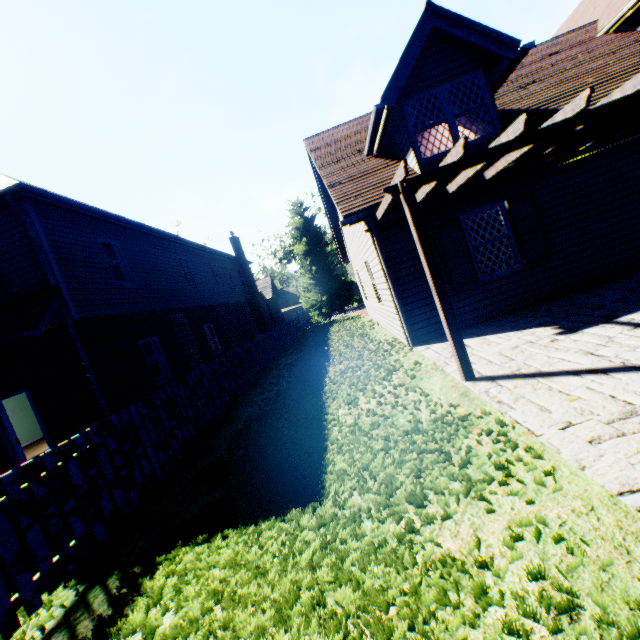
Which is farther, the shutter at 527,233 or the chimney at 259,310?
the chimney at 259,310

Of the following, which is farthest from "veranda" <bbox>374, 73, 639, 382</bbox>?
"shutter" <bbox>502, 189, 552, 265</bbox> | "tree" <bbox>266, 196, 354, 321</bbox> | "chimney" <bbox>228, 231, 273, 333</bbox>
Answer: "tree" <bbox>266, 196, 354, 321</bbox>

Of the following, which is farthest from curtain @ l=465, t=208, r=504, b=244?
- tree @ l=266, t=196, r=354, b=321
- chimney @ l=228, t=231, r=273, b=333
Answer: tree @ l=266, t=196, r=354, b=321

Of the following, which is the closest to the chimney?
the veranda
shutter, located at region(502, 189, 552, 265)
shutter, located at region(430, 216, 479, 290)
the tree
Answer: the tree

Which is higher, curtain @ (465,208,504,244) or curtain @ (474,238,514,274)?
curtain @ (465,208,504,244)

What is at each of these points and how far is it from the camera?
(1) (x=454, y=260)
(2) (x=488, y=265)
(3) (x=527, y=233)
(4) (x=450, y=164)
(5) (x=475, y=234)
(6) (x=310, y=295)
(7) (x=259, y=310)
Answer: (1) shutter, 7.6m
(2) curtain, 7.8m
(3) shutter, 7.4m
(4) veranda, 4.5m
(5) curtain, 7.8m
(6) tree, 35.0m
(7) chimney, 24.8m

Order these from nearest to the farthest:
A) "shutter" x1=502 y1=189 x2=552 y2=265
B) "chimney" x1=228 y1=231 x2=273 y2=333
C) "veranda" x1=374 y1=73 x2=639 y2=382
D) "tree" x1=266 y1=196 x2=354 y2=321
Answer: "veranda" x1=374 y1=73 x2=639 y2=382 < "shutter" x1=502 y1=189 x2=552 y2=265 < "chimney" x1=228 y1=231 x2=273 y2=333 < "tree" x1=266 y1=196 x2=354 y2=321

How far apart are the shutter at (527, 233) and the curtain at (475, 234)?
0.19m
